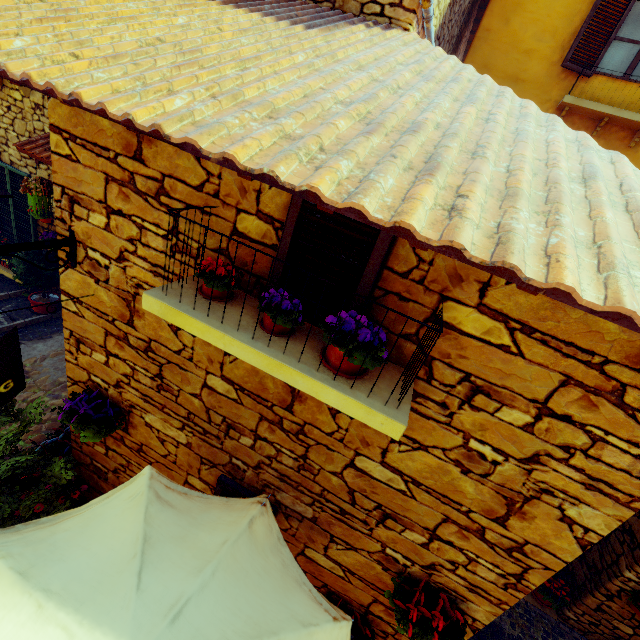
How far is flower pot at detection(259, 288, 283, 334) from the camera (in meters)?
1.70

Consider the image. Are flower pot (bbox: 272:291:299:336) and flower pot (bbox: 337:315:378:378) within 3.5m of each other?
yes

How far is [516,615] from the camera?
4.9 meters

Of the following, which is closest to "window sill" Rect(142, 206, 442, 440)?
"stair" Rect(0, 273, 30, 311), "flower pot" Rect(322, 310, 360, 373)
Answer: "flower pot" Rect(322, 310, 360, 373)

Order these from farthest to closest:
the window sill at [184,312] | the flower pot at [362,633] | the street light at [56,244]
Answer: the flower pot at [362,633], the street light at [56,244], the window sill at [184,312]

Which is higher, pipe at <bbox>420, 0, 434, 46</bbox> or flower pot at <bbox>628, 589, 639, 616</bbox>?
pipe at <bbox>420, 0, 434, 46</bbox>

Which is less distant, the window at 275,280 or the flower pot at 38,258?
the window at 275,280

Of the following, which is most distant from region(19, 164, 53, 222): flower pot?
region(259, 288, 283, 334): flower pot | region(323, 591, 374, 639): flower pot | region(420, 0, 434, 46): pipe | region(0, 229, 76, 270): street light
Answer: region(323, 591, 374, 639): flower pot
